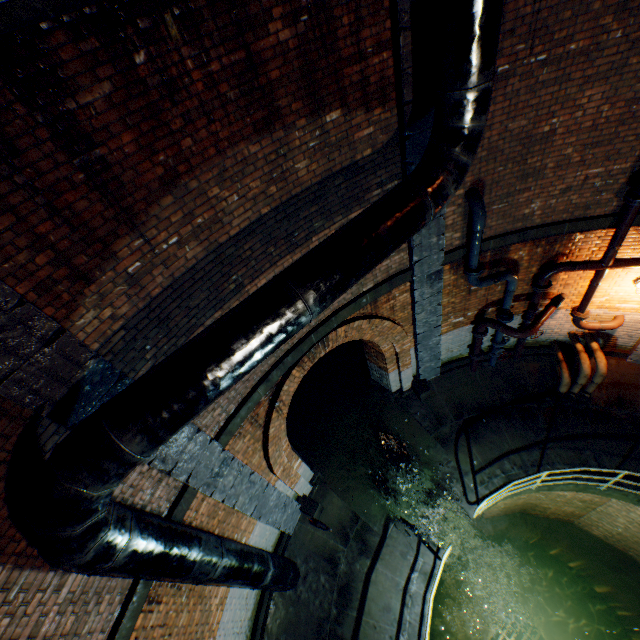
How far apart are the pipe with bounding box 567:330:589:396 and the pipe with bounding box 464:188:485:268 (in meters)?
4.19

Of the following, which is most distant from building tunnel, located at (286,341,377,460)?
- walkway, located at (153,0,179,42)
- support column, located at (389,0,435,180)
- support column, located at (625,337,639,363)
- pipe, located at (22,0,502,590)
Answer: support column, located at (625,337,639,363)

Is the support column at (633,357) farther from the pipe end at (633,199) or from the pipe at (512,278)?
the pipe end at (633,199)

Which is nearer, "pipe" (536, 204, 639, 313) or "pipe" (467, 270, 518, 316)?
"pipe" (536, 204, 639, 313)

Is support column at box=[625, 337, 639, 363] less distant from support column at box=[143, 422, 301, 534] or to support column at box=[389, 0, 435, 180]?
support column at box=[389, 0, 435, 180]

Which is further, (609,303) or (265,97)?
(609,303)

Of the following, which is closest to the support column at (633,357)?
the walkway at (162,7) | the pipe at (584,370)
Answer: the walkway at (162,7)

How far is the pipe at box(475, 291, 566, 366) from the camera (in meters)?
7.28
